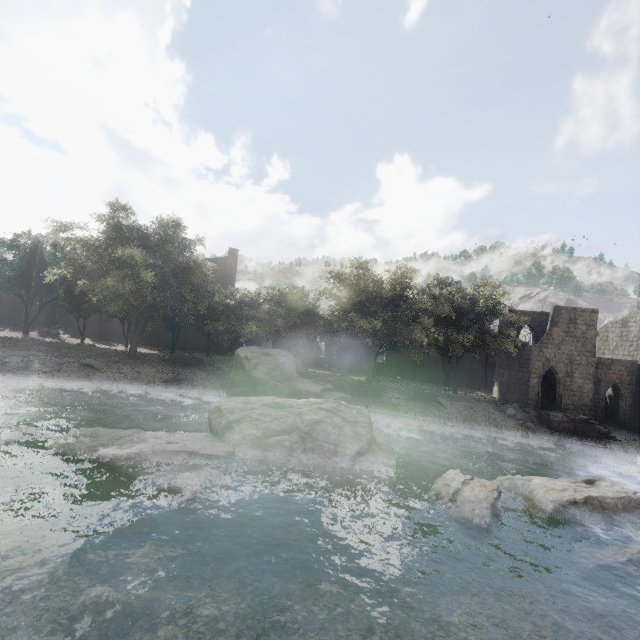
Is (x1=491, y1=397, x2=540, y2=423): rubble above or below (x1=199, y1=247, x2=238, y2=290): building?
below

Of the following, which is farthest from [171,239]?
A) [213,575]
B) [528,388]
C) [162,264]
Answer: [528,388]

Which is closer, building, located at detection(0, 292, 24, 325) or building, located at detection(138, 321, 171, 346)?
building, located at detection(0, 292, 24, 325)

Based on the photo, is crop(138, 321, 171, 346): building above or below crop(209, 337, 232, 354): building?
above

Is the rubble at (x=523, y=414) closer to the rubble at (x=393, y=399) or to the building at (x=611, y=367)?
the building at (x=611, y=367)

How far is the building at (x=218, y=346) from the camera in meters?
40.9 m
